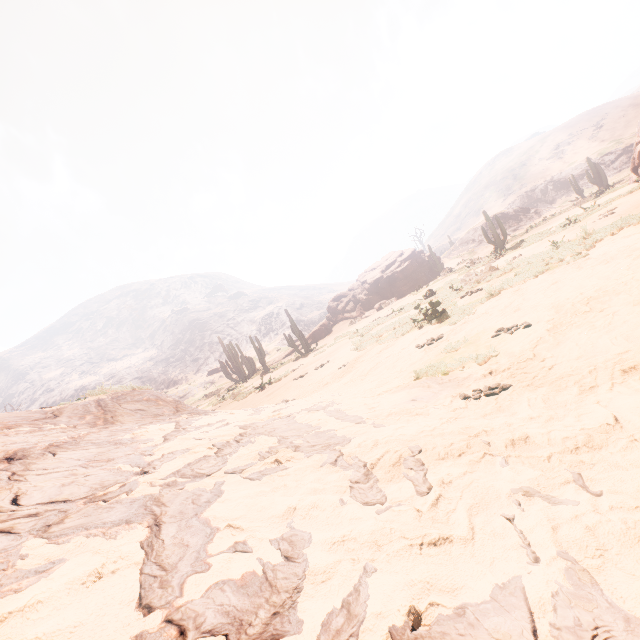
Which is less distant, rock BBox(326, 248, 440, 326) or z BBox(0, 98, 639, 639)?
z BBox(0, 98, 639, 639)

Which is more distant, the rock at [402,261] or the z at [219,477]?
the rock at [402,261]

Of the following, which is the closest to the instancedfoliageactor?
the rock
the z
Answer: the z

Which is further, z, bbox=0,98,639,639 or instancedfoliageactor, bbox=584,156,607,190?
instancedfoliageactor, bbox=584,156,607,190

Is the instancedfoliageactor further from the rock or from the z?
the rock

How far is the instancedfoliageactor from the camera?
32.2 meters

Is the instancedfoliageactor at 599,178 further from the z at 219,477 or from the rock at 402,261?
the rock at 402,261

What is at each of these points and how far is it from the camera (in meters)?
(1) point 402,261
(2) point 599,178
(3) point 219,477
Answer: (1) rock, 34.19
(2) instancedfoliageactor, 32.78
(3) z, 2.03
